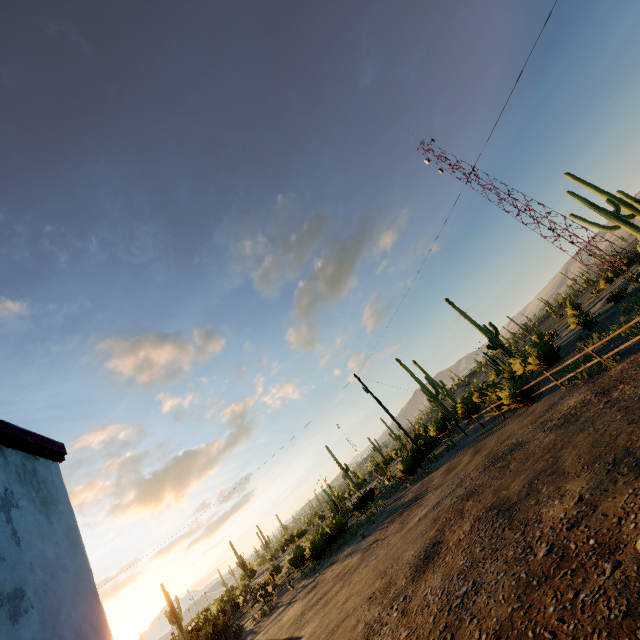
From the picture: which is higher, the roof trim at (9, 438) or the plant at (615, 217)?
the roof trim at (9, 438)

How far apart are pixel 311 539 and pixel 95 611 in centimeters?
2169cm

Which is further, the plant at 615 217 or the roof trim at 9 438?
the plant at 615 217

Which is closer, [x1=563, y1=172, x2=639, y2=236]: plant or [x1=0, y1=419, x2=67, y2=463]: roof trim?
[x1=0, y1=419, x2=67, y2=463]: roof trim

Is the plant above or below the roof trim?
below
